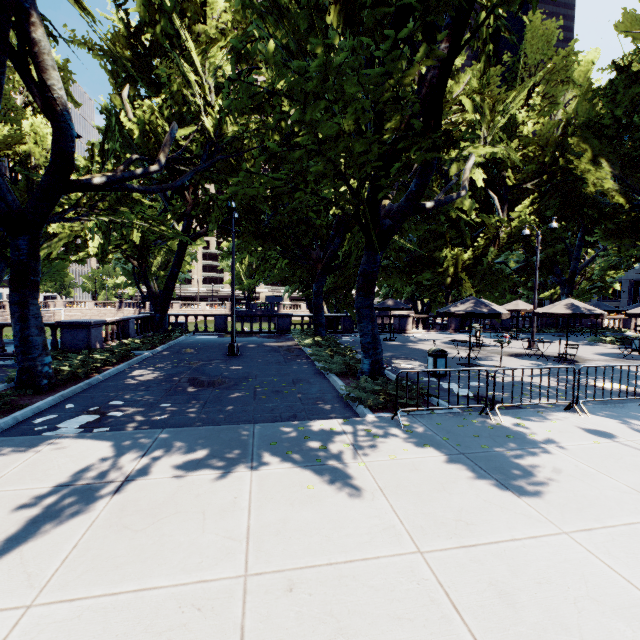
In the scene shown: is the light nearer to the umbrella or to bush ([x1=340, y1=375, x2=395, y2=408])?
bush ([x1=340, y1=375, x2=395, y2=408])

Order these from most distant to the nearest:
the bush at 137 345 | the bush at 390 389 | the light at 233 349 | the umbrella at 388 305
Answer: the umbrella at 388 305
the light at 233 349
the bush at 137 345
the bush at 390 389

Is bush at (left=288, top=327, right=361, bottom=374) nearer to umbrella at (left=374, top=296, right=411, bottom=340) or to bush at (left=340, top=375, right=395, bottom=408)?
bush at (left=340, top=375, right=395, bottom=408)

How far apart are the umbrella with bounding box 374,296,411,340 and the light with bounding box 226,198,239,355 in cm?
1021

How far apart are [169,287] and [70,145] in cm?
1304

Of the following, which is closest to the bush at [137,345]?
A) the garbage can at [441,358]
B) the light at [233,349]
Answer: the light at [233,349]

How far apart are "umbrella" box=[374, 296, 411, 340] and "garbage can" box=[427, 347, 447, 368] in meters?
9.6

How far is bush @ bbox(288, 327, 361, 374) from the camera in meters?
11.7 m
